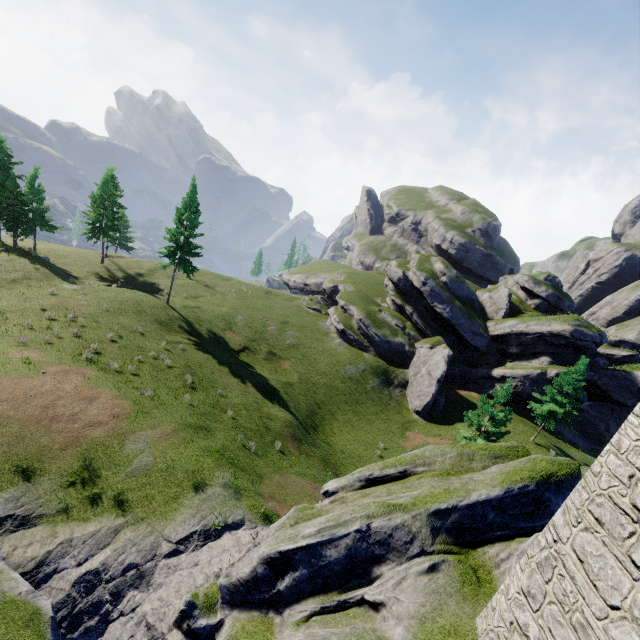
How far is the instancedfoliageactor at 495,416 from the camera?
25.2 meters

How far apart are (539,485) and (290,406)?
26.1m

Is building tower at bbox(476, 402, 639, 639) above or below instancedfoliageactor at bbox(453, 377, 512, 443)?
above

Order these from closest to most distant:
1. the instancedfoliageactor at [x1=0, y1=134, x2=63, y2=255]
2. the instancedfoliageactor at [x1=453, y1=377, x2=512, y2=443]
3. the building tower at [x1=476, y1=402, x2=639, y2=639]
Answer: the building tower at [x1=476, y1=402, x2=639, y2=639] < the instancedfoliageactor at [x1=453, y1=377, x2=512, y2=443] < the instancedfoliageactor at [x1=0, y1=134, x2=63, y2=255]

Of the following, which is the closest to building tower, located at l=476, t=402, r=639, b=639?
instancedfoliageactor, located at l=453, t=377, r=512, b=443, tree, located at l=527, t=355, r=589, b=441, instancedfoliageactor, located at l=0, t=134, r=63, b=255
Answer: instancedfoliageactor, located at l=453, t=377, r=512, b=443

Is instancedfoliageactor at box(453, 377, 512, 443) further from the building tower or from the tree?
the building tower

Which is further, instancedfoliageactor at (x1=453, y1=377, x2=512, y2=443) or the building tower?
instancedfoliageactor at (x1=453, y1=377, x2=512, y2=443)

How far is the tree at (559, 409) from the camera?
31.8 meters
